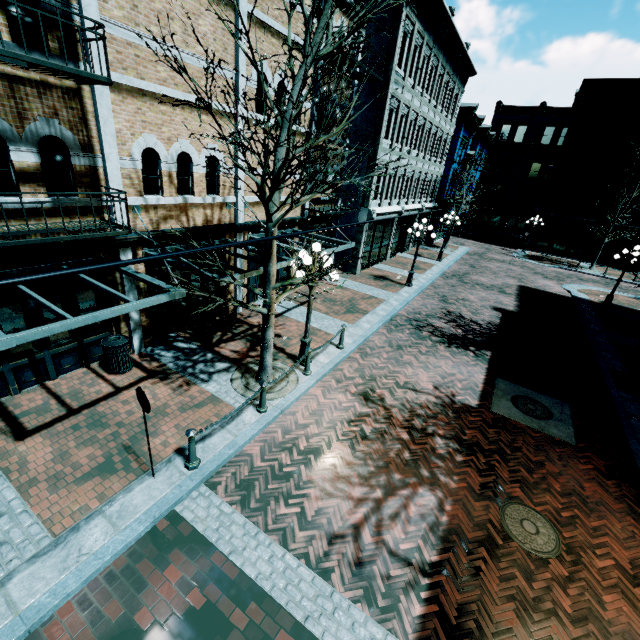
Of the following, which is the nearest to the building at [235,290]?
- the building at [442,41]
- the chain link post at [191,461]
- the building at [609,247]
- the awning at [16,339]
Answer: the awning at [16,339]

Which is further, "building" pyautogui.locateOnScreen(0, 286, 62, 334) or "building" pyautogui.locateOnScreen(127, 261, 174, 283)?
"building" pyautogui.locateOnScreen(127, 261, 174, 283)

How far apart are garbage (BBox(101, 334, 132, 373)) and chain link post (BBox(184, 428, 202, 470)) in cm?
356

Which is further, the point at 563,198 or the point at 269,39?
the point at 563,198

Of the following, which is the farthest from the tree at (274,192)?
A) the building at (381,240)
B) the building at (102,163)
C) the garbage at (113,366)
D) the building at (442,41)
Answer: the building at (442,41)

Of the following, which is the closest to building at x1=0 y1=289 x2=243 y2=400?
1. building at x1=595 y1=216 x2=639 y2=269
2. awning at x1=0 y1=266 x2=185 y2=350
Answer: awning at x1=0 y1=266 x2=185 y2=350

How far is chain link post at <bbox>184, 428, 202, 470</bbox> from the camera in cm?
584

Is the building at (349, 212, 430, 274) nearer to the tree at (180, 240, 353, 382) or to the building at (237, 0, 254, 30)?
the building at (237, 0, 254, 30)
